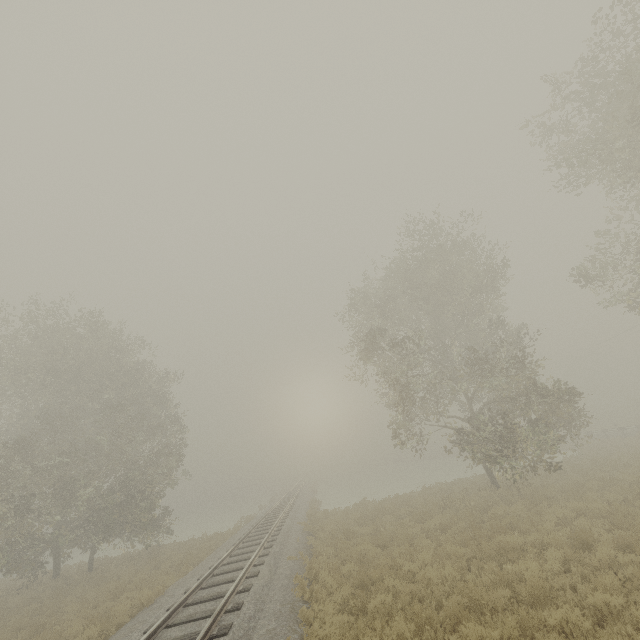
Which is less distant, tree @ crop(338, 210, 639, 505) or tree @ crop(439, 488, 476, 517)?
tree @ crop(439, 488, 476, 517)

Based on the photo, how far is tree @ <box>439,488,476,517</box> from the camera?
14.8m

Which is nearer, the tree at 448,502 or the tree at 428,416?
the tree at 448,502

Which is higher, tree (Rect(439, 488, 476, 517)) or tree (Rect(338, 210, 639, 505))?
tree (Rect(338, 210, 639, 505))

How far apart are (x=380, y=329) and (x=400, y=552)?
10.6m

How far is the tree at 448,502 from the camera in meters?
14.8
